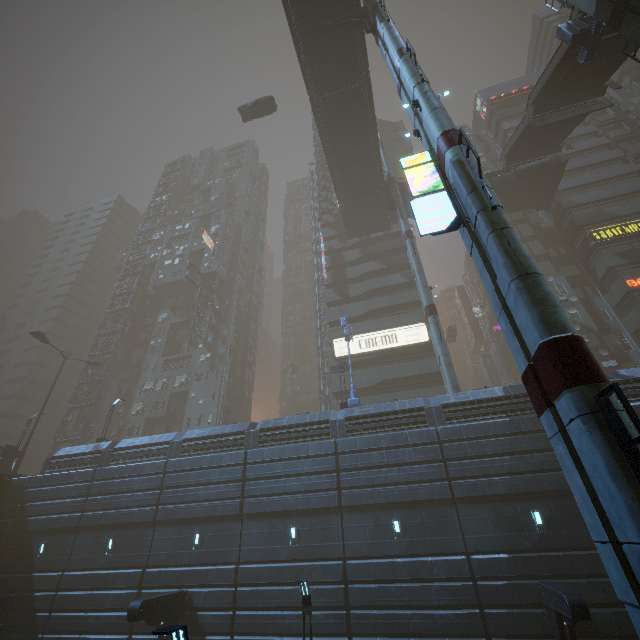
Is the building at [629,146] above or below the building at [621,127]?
below

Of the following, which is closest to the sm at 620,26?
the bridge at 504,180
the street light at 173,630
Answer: the street light at 173,630

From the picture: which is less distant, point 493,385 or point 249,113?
point 249,113

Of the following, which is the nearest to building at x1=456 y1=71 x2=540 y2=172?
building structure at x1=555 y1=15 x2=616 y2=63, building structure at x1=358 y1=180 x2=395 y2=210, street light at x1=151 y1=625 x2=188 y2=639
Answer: A: street light at x1=151 y1=625 x2=188 y2=639

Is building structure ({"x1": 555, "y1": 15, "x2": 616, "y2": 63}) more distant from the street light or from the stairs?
the street light

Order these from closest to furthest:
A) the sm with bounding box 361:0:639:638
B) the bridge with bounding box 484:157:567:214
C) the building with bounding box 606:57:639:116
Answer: the sm with bounding box 361:0:639:638
the bridge with bounding box 484:157:567:214
the building with bounding box 606:57:639:116

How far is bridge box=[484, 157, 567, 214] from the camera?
33.7m

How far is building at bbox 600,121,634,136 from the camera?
43.5 meters
